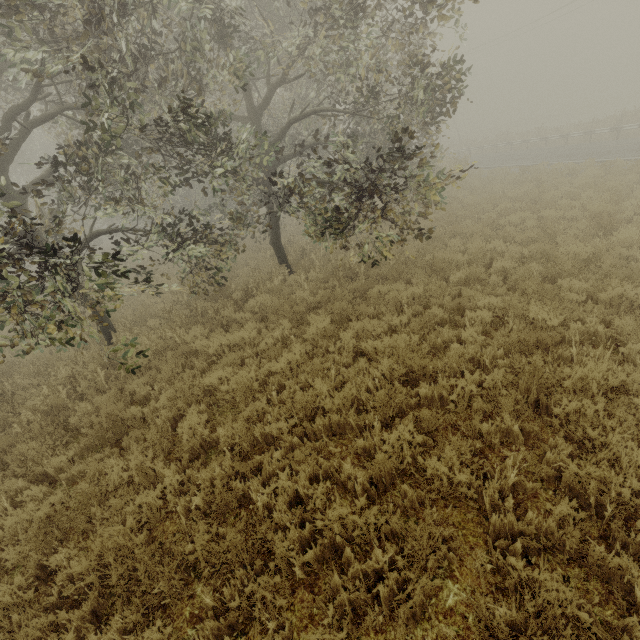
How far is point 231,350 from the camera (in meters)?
7.50
